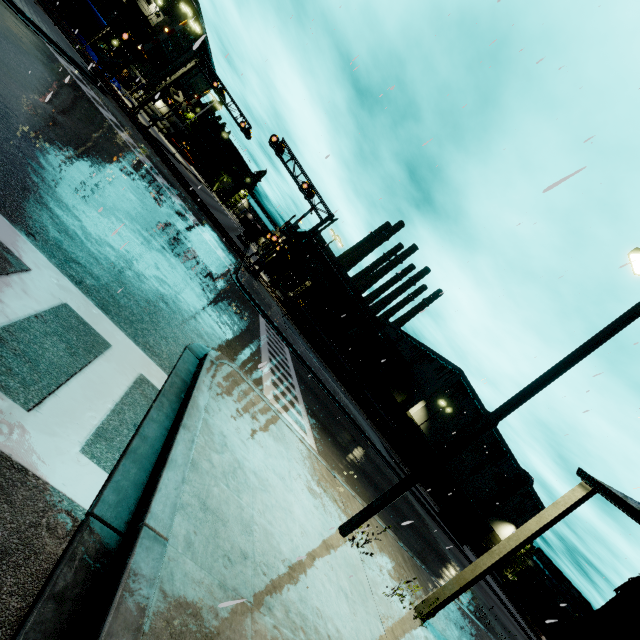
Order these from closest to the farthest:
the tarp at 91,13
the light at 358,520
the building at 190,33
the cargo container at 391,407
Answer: the light at 358,520, the tarp at 91,13, the cargo container at 391,407, the building at 190,33

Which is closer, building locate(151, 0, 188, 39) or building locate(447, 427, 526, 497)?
building locate(151, 0, 188, 39)

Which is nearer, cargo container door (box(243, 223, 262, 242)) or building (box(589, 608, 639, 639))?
building (box(589, 608, 639, 639))

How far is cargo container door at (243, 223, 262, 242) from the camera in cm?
4909

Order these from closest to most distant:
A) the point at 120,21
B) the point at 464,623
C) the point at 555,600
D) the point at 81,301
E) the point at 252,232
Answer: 1. the point at 81,301
2. the point at 464,623
3. the point at 120,21
4. the point at 252,232
5. the point at 555,600

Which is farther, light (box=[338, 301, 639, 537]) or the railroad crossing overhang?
the railroad crossing overhang

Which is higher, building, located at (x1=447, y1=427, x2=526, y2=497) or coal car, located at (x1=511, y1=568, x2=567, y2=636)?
building, located at (x1=447, y1=427, x2=526, y2=497)

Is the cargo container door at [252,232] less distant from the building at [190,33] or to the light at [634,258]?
the building at [190,33]
